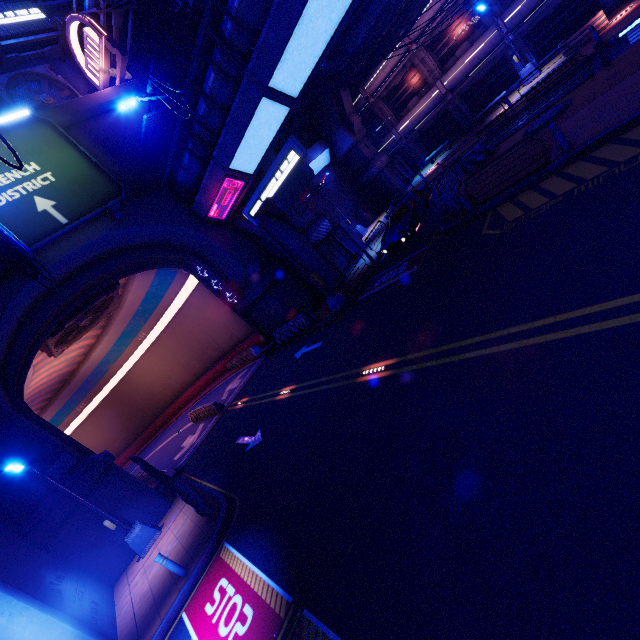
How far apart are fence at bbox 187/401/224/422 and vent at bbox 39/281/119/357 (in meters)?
9.89

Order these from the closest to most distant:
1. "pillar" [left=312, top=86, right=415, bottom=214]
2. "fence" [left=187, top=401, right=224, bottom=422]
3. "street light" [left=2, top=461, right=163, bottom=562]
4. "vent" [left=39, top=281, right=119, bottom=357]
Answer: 1. "street light" [left=2, top=461, right=163, bottom=562]
2. "vent" [left=39, top=281, right=119, bottom=357]
3. "fence" [left=187, top=401, right=224, bottom=422]
4. "pillar" [left=312, top=86, right=415, bottom=214]

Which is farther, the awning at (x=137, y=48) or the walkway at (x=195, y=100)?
the awning at (x=137, y=48)

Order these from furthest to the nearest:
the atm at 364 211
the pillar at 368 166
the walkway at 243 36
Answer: the atm at 364 211 < the pillar at 368 166 < the walkway at 243 36

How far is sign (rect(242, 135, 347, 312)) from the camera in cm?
1295

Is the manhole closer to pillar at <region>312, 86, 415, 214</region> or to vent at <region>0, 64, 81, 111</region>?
pillar at <region>312, 86, 415, 214</region>

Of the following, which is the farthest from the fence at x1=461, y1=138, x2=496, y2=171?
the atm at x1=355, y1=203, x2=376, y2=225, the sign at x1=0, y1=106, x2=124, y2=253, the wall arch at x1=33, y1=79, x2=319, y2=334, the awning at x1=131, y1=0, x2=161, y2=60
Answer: the awning at x1=131, y1=0, x2=161, y2=60

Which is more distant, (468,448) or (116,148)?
(116,148)
